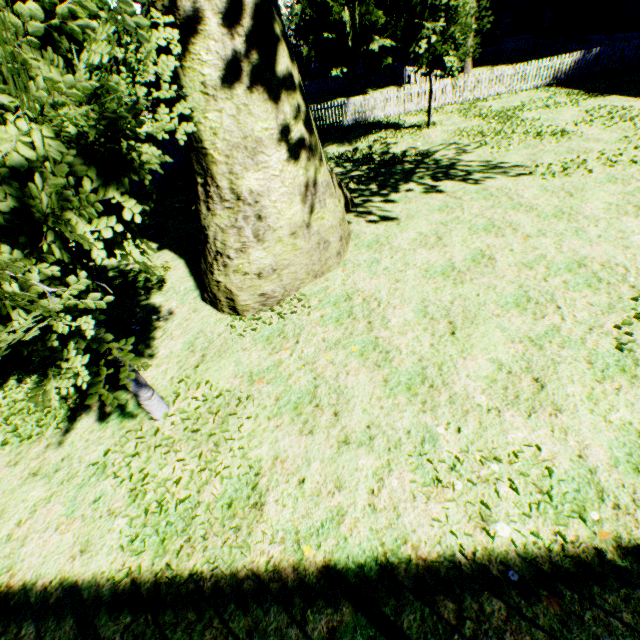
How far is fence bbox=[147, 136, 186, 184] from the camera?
15.84m

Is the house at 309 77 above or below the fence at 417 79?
above

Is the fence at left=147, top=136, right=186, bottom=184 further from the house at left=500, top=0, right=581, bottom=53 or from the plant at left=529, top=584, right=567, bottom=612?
the house at left=500, top=0, right=581, bottom=53

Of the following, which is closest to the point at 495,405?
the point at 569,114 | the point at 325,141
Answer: the point at 569,114

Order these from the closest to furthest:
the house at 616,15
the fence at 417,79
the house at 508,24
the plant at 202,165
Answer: the plant at 202,165
the fence at 417,79
the house at 616,15
the house at 508,24

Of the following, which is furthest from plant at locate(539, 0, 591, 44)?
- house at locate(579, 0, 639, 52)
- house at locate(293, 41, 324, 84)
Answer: house at locate(293, 41, 324, 84)

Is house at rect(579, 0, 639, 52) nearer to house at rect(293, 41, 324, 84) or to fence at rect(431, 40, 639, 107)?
fence at rect(431, 40, 639, 107)

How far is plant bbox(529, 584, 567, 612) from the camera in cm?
243
